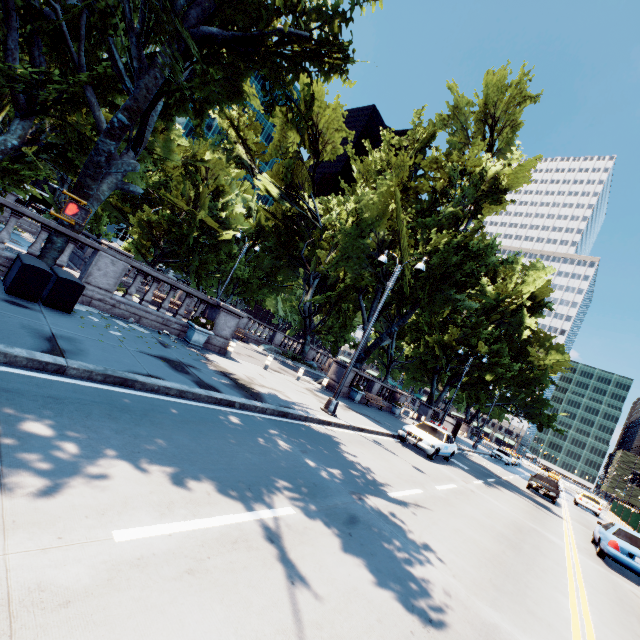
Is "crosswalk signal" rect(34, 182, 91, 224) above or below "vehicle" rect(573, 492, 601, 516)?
above

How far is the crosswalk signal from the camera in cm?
458

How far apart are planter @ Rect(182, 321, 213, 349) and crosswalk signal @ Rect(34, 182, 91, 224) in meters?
8.0 m

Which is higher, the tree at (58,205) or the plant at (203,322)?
the tree at (58,205)

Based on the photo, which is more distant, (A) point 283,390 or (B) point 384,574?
(A) point 283,390

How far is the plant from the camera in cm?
1272

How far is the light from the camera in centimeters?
1310cm

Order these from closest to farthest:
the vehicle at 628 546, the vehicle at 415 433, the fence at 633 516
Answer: the vehicle at 628 546 < the vehicle at 415 433 < the fence at 633 516
